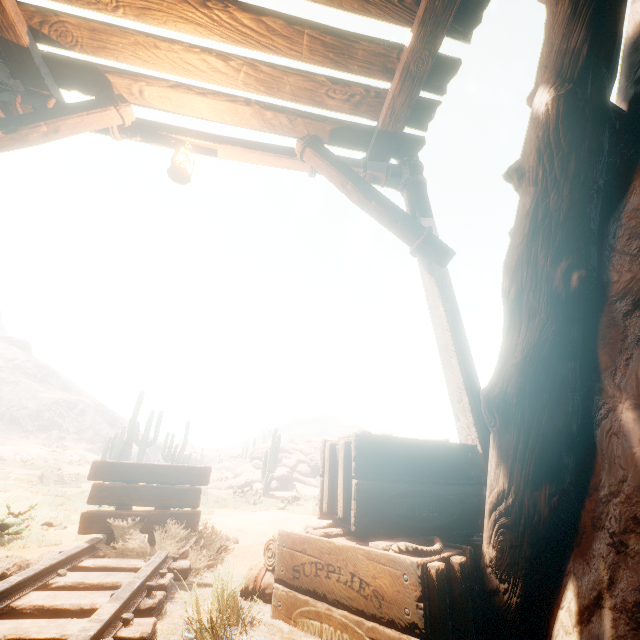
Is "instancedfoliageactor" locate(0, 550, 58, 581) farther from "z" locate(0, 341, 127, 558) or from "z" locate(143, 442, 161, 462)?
"z" locate(143, 442, 161, 462)

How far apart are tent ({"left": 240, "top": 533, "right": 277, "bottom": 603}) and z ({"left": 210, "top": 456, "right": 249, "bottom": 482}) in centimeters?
2981cm

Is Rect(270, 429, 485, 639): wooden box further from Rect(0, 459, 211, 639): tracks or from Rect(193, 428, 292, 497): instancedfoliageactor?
Rect(193, 428, 292, 497): instancedfoliageactor

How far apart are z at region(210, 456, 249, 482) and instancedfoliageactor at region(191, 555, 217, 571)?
29.8 meters

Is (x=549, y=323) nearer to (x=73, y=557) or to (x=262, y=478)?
(x=73, y=557)

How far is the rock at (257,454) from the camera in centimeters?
2822cm

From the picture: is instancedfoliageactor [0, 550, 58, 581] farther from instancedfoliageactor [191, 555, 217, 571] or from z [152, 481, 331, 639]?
instancedfoliageactor [191, 555, 217, 571]

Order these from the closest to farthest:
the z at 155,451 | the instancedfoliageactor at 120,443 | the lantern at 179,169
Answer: the lantern at 179,169 → the instancedfoliageactor at 120,443 → the z at 155,451
